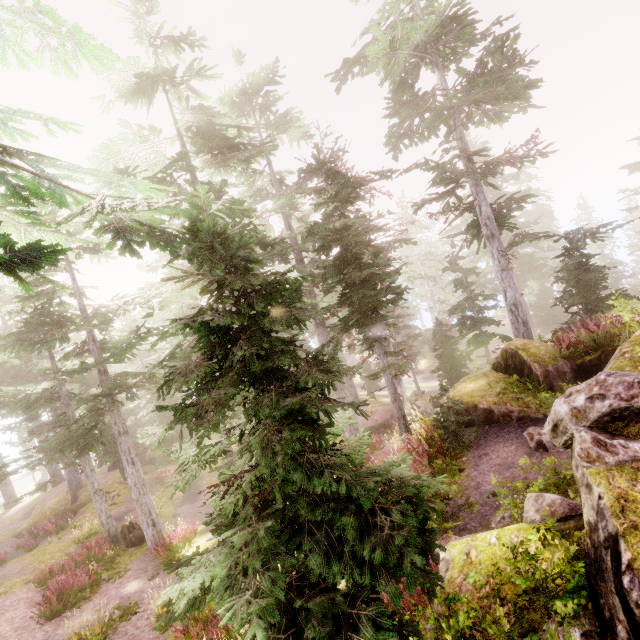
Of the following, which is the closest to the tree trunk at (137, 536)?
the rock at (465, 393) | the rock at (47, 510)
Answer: the rock at (47, 510)

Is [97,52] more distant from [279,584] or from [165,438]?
[165,438]

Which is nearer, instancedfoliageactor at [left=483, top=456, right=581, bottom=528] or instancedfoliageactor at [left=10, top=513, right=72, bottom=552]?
instancedfoliageactor at [left=483, top=456, right=581, bottom=528]

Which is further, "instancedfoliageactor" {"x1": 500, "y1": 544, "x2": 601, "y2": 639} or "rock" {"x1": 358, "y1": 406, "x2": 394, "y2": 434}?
"rock" {"x1": 358, "y1": 406, "x2": 394, "y2": 434}

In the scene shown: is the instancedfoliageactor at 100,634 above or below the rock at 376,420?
above

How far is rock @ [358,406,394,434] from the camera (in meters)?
25.88

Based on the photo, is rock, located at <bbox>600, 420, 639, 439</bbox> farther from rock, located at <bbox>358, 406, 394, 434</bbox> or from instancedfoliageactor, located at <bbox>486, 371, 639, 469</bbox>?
rock, located at <bbox>358, 406, 394, 434</bbox>
